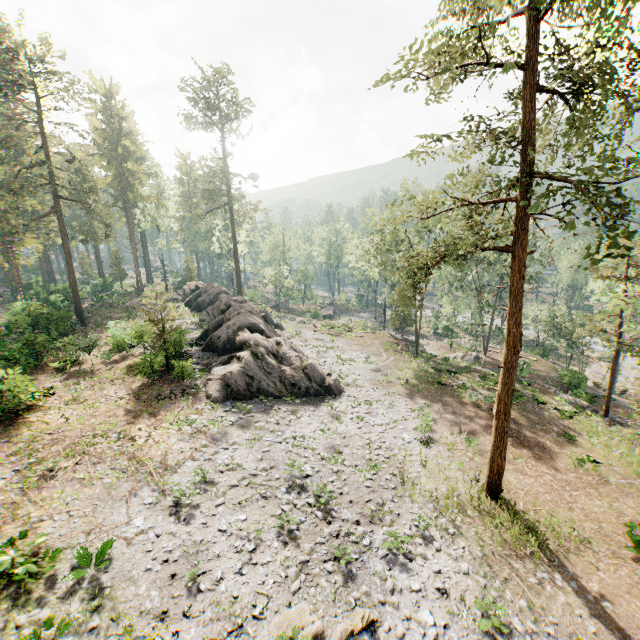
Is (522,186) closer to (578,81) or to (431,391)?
(578,81)

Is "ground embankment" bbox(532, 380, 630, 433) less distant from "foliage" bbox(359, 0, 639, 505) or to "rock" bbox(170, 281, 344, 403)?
"foliage" bbox(359, 0, 639, 505)

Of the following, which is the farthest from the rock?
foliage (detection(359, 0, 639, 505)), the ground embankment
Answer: the ground embankment

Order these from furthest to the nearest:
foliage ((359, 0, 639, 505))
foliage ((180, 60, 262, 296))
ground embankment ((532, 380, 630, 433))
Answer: foliage ((180, 60, 262, 296)), ground embankment ((532, 380, 630, 433)), foliage ((359, 0, 639, 505))

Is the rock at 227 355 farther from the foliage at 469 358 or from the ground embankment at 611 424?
the ground embankment at 611 424

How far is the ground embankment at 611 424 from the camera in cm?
2472
